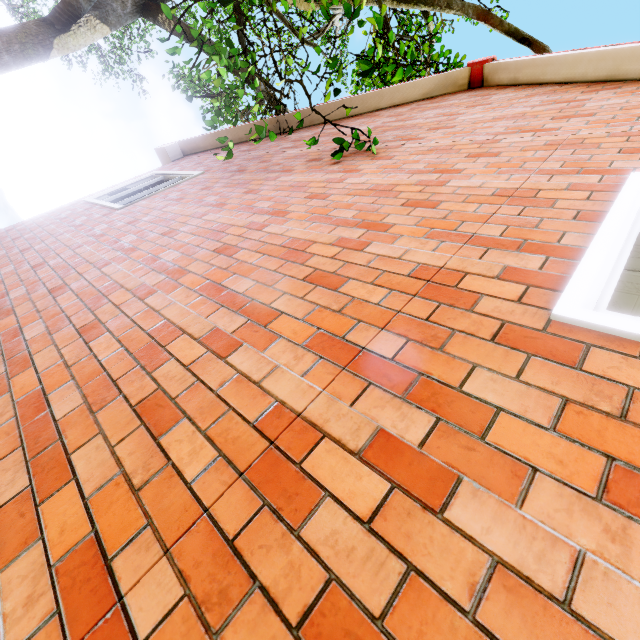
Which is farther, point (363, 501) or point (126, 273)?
point (126, 273)
